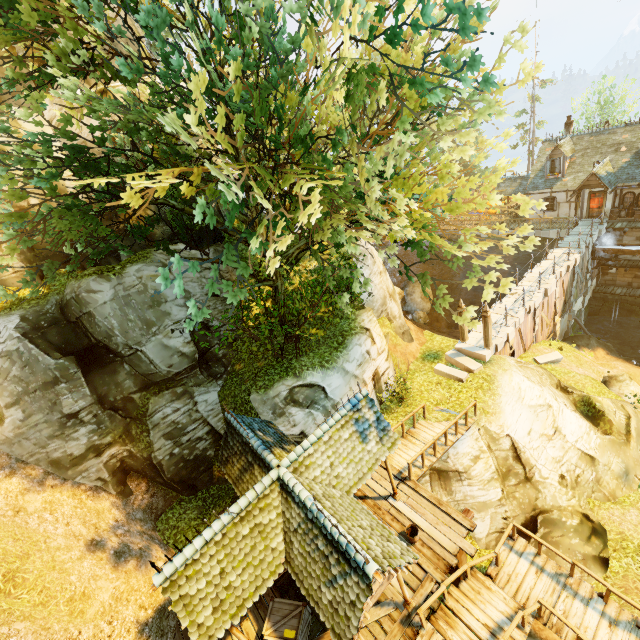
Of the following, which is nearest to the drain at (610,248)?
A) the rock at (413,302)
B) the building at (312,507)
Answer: the rock at (413,302)

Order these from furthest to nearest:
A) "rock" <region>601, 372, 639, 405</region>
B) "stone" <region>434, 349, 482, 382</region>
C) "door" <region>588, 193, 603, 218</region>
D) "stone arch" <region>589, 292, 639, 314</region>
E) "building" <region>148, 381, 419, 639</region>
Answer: "stone arch" <region>589, 292, 639, 314</region>, "door" <region>588, 193, 603, 218</region>, "rock" <region>601, 372, 639, 405</region>, "stone" <region>434, 349, 482, 382</region>, "building" <region>148, 381, 419, 639</region>

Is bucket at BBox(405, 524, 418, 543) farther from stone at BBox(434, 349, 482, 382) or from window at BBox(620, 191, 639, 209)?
window at BBox(620, 191, 639, 209)

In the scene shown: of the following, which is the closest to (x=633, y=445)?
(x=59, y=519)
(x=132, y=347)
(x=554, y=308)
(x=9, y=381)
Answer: (x=554, y=308)

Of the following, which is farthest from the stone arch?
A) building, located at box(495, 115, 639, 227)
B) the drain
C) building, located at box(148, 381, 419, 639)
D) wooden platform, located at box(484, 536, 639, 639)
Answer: building, located at box(148, 381, 419, 639)

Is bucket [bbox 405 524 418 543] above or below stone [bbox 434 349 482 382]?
above

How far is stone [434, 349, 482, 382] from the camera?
16.5 meters

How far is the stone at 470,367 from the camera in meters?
16.5
